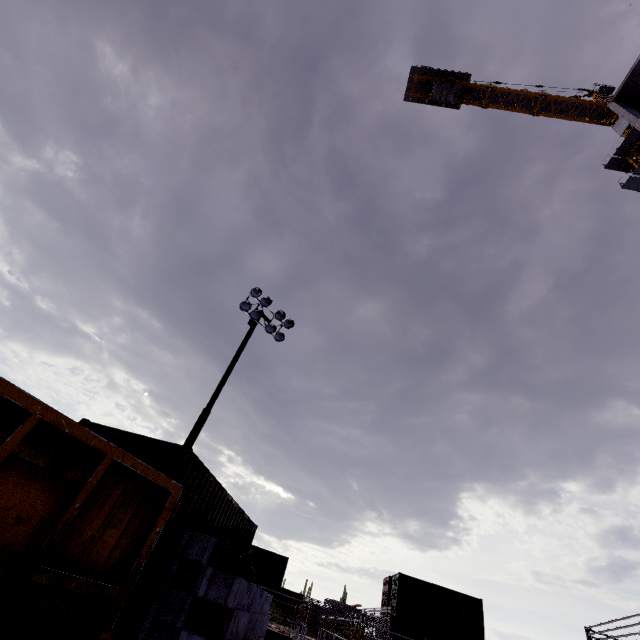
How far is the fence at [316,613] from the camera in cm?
3391

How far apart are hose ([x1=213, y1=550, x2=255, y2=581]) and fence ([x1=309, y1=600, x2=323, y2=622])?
38.7 meters

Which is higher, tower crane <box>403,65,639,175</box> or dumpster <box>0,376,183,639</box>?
tower crane <box>403,65,639,175</box>

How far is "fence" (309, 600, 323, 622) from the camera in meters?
33.9

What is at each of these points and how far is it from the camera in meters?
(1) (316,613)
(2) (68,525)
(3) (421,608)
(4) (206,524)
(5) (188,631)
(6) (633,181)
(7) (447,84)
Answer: (1) fence, 34.2
(2) dumpster, 2.9
(3) cargo container, 22.9
(4) cargo container, 7.0
(5) concrete beam, 4.6
(6) tower crane, 27.7
(7) tower crane, 35.4

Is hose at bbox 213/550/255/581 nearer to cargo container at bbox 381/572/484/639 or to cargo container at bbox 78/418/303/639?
cargo container at bbox 78/418/303/639

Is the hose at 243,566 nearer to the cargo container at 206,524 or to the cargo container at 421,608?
the cargo container at 206,524

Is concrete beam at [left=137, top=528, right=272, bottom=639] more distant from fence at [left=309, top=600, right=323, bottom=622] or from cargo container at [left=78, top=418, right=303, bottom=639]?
fence at [left=309, top=600, right=323, bottom=622]
